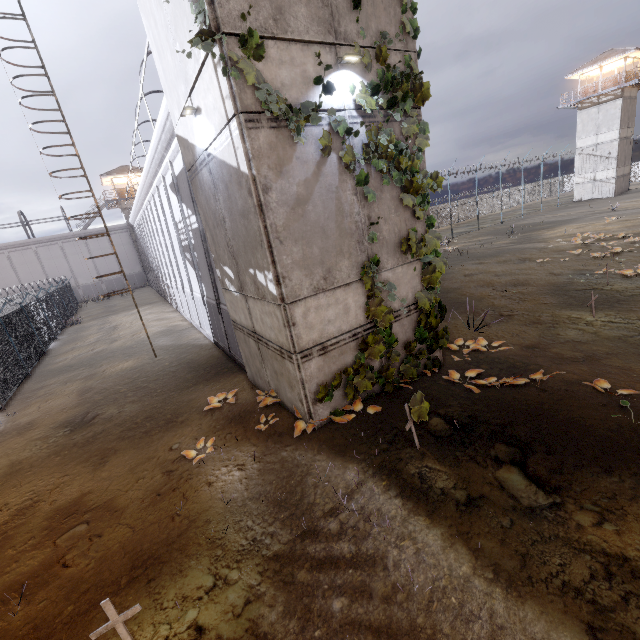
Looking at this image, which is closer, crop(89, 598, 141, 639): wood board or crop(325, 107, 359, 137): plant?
crop(89, 598, 141, 639): wood board

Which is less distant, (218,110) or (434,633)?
(434,633)

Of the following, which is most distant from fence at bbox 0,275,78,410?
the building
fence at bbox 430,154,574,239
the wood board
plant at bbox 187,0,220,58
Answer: fence at bbox 430,154,574,239

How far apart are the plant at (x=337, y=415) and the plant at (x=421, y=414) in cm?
168

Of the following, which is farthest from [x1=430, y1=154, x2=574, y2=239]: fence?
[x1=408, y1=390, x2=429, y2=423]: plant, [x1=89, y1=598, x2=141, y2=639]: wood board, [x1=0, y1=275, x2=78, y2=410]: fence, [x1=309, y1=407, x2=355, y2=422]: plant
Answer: [x1=89, y1=598, x2=141, y2=639]: wood board

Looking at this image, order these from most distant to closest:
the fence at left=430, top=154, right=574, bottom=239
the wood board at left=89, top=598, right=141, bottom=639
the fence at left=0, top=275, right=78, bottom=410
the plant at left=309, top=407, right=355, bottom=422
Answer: the fence at left=430, top=154, right=574, bottom=239 < the fence at left=0, top=275, right=78, bottom=410 < the plant at left=309, top=407, right=355, bottom=422 < the wood board at left=89, top=598, right=141, bottom=639

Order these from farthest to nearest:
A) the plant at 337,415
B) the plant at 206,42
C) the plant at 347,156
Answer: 1. the plant at 337,415
2. the plant at 347,156
3. the plant at 206,42

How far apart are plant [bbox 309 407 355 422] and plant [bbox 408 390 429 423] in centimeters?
168cm
